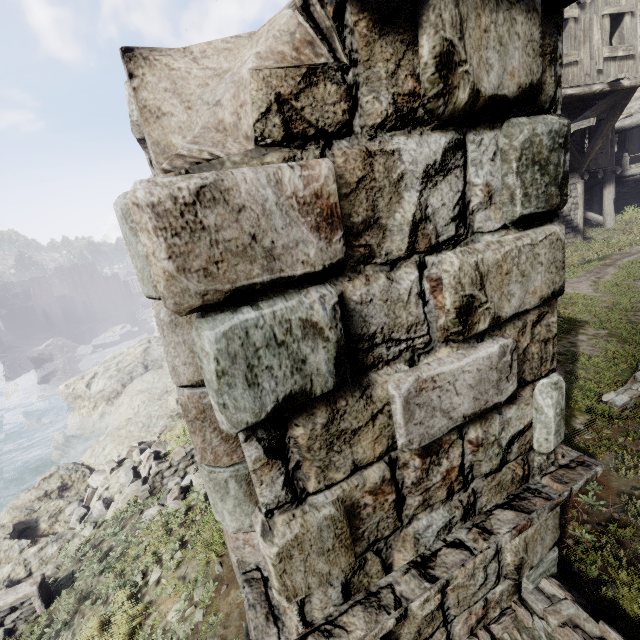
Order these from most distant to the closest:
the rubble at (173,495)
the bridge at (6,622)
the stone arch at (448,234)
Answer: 1. the rubble at (173,495)
2. the bridge at (6,622)
3. the stone arch at (448,234)

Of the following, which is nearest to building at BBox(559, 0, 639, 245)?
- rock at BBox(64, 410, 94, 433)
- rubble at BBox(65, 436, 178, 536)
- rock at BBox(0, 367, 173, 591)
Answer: rock at BBox(64, 410, 94, 433)

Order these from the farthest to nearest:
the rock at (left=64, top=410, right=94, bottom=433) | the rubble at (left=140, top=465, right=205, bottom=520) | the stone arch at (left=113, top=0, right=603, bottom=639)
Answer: the rock at (left=64, top=410, right=94, bottom=433), the rubble at (left=140, top=465, right=205, bottom=520), the stone arch at (left=113, top=0, right=603, bottom=639)

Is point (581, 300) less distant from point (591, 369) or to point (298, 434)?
point (591, 369)

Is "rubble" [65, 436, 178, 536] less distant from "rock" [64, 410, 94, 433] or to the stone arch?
the stone arch

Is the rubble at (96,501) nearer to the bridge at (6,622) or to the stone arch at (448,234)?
the stone arch at (448,234)

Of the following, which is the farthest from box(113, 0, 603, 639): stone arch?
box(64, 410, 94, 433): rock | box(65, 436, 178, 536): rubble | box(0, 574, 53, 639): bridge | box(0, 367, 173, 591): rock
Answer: box(64, 410, 94, 433): rock

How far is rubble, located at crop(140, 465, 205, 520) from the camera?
7.16m
